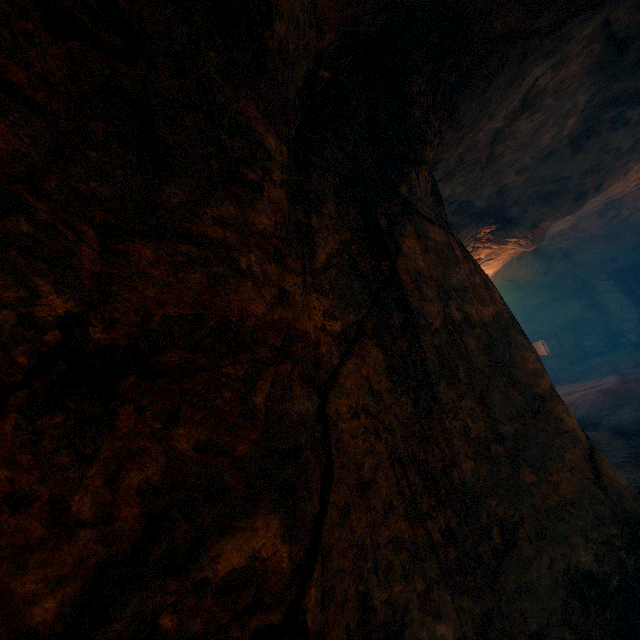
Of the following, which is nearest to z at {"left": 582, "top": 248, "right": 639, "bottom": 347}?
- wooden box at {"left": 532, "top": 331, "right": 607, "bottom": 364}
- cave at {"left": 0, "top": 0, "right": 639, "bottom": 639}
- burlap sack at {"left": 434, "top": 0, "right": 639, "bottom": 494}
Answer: burlap sack at {"left": 434, "top": 0, "right": 639, "bottom": 494}

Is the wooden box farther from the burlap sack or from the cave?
the cave

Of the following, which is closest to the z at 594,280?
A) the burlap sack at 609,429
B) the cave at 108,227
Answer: the burlap sack at 609,429

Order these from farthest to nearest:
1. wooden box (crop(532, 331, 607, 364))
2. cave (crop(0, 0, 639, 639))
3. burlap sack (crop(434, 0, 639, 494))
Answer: wooden box (crop(532, 331, 607, 364))
burlap sack (crop(434, 0, 639, 494))
cave (crop(0, 0, 639, 639))

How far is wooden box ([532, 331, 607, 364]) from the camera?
18.77m

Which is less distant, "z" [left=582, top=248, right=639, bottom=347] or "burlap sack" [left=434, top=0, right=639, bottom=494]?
"burlap sack" [left=434, top=0, right=639, bottom=494]

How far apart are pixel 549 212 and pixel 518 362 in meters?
7.2 m

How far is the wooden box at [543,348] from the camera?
18.8m
